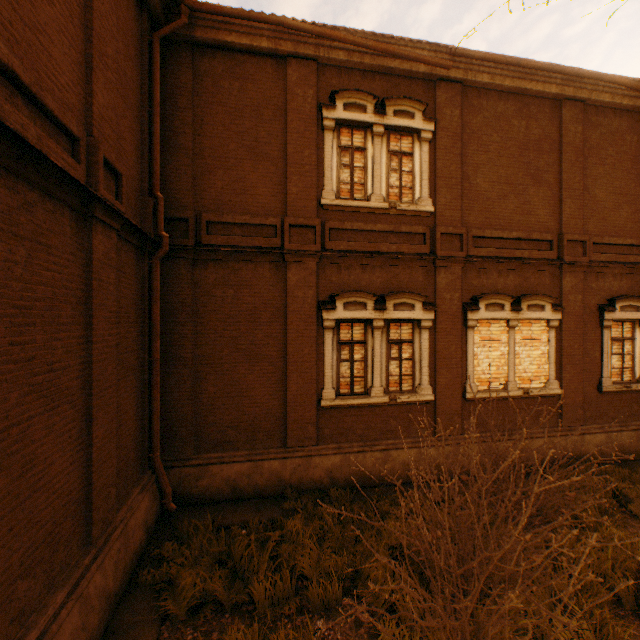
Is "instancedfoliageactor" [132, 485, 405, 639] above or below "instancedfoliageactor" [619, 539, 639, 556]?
below

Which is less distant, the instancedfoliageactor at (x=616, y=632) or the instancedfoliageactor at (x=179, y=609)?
the instancedfoliageactor at (x=616, y=632)

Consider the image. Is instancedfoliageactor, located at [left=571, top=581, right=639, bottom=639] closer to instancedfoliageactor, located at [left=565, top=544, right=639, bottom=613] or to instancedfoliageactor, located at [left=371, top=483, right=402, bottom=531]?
instancedfoliageactor, located at [left=565, top=544, right=639, bottom=613]

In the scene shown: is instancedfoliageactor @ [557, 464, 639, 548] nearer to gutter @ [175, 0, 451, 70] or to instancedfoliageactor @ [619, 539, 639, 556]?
instancedfoliageactor @ [619, 539, 639, 556]

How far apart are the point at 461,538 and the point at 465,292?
6.0 meters

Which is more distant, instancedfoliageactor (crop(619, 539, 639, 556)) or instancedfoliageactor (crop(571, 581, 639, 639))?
instancedfoliageactor (crop(619, 539, 639, 556))

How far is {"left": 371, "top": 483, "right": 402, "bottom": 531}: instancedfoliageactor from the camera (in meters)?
6.32

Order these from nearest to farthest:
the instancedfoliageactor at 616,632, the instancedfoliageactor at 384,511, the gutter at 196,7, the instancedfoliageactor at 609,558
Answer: the instancedfoliageactor at 616,632 < the instancedfoliageactor at 609,558 < the instancedfoliageactor at 384,511 < the gutter at 196,7
